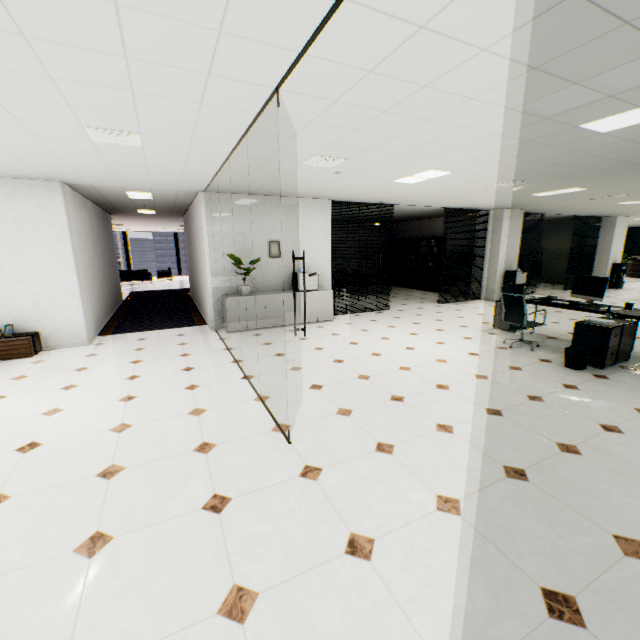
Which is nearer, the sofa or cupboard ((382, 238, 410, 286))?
cupboard ((382, 238, 410, 286))

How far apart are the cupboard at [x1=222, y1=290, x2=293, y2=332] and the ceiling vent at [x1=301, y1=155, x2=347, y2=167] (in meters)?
3.25

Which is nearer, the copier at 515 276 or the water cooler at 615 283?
the copier at 515 276

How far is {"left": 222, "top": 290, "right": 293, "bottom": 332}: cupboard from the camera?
7.0m

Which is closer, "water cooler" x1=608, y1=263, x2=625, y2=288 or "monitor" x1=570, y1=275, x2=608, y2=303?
"monitor" x1=570, y1=275, x2=608, y2=303

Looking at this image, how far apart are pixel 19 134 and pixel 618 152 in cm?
710

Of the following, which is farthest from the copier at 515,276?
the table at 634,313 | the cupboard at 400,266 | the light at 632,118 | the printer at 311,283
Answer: the light at 632,118

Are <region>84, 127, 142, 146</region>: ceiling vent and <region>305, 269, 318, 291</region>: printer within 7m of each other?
yes
